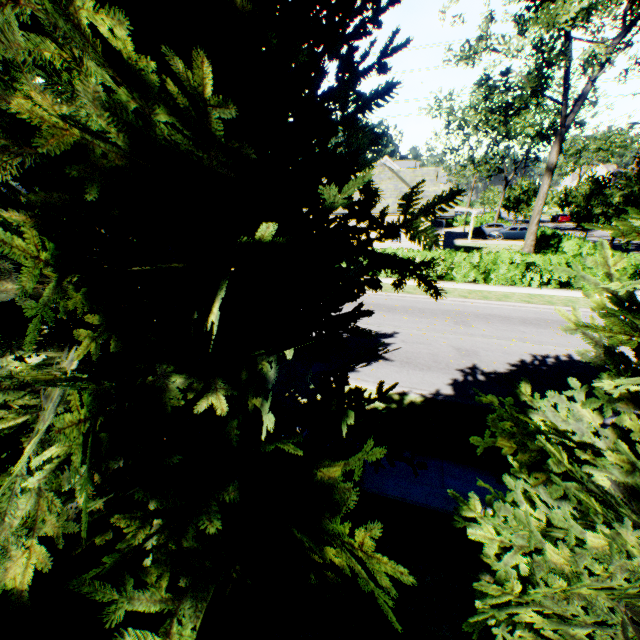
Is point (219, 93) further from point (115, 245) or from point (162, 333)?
point (162, 333)

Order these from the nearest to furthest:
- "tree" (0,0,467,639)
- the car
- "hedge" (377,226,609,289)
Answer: "tree" (0,0,467,639), "hedge" (377,226,609,289), the car

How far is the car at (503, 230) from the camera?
35.2m

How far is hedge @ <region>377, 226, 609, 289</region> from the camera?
16.45m

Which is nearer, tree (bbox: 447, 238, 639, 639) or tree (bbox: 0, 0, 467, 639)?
tree (bbox: 0, 0, 467, 639)

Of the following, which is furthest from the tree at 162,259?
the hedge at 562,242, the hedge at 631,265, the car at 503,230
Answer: the car at 503,230

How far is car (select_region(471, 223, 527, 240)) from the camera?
35.2 meters

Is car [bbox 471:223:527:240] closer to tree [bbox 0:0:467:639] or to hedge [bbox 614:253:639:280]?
tree [bbox 0:0:467:639]
